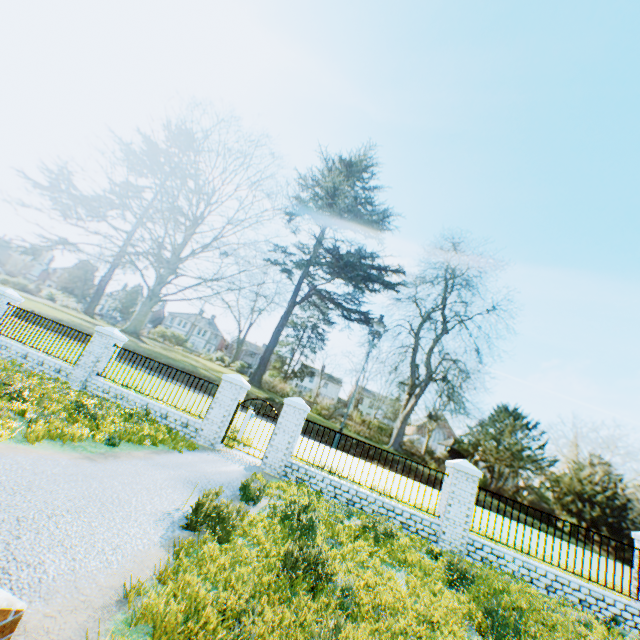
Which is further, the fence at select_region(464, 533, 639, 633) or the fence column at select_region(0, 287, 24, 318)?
the fence column at select_region(0, 287, 24, 318)

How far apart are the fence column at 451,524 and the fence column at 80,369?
12.7m

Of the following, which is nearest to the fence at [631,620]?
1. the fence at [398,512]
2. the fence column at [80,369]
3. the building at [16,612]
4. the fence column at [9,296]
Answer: the fence at [398,512]

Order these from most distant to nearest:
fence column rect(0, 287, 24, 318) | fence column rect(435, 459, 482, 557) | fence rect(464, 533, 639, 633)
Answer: fence column rect(0, 287, 24, 318) → fence column rect(435, 459, 482, 557) → fence rect(464, 533, 639, 633)

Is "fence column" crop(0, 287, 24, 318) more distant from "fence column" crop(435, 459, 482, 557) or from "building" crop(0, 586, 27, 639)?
"fence column" crop(435, 459, 482, 557)

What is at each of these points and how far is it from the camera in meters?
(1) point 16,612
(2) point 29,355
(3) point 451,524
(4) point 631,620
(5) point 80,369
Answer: (1) building, 1.9
(2) fence, 12.4
(3) fence column, 9.2
(4) fence, 8.2
(5) fence column, 11.9

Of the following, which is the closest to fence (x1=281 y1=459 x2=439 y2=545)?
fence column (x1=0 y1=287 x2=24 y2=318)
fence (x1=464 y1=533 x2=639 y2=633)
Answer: fence (x1=464 y1=533 x2=639 y2=633)

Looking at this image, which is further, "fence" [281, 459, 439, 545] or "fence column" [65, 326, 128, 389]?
"fence column" [65, 326, 128, 389]
